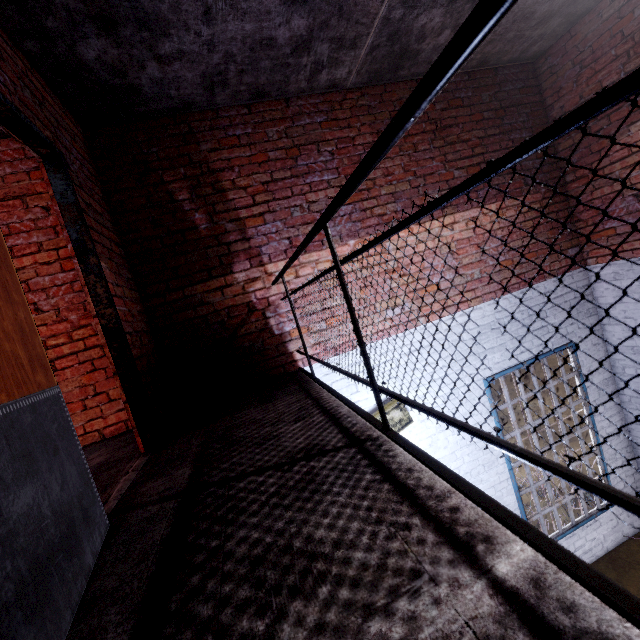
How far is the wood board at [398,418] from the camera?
3.7m

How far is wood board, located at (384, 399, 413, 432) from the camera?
3.7m

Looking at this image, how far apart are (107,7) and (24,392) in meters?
2.6

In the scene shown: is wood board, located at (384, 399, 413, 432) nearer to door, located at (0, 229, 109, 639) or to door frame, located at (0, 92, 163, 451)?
door frame, located at (0, 92, 163, 451)

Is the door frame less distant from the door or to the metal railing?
the door

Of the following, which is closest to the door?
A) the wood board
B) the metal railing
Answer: the metal railing

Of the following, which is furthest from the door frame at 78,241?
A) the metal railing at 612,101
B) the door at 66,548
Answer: the metal railing at 612,101
